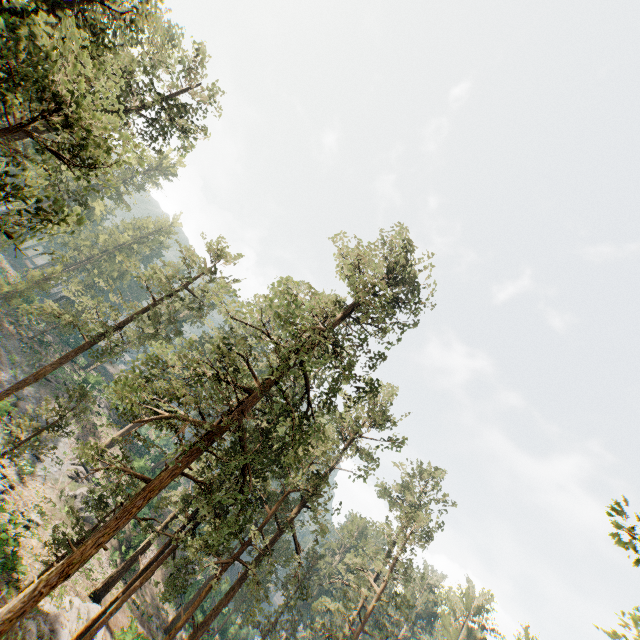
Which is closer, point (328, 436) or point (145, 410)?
point (328, 436)

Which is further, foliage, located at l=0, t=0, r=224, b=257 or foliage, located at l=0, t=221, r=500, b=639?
foliage, located at l=0, t=221, r=500, b=639

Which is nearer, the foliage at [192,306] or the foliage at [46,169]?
the foliage at [46,169]
